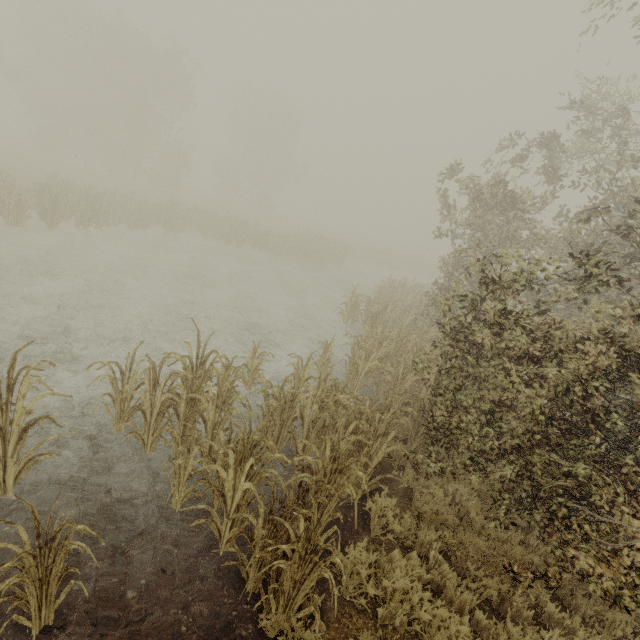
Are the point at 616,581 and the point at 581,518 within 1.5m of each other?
yes

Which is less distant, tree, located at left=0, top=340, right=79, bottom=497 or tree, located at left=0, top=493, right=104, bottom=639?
tree, located at left=0, top=493, right=104, bottom=639

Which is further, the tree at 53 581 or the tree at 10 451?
the tree at 10 451
